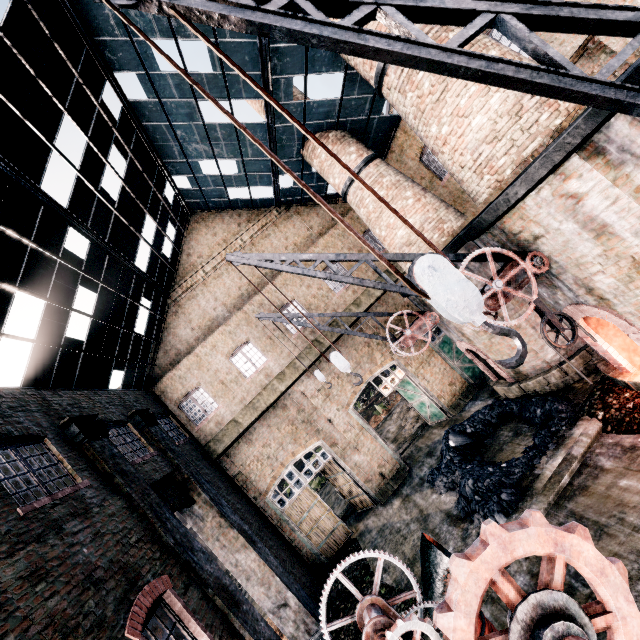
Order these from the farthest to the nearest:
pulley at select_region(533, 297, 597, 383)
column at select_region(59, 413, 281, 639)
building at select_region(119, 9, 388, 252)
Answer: building at select_region(119, 9, 388, 252), column at select_region(59, 413, 281, 639), pulley at select_region(533, 297, 597, 383)

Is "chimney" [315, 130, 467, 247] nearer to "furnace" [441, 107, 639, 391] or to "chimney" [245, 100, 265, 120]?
"furnace" [441, 107, 639, 391]

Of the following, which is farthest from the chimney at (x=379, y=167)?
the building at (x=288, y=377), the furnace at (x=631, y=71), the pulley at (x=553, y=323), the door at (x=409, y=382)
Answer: the pulley at (x=553, y=323)

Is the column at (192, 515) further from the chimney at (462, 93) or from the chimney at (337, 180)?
the chimney at (462, 93)

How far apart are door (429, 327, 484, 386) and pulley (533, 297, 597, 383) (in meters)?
11.49

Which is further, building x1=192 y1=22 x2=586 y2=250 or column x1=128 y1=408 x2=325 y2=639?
column x1=128 y1=408 x2=325 y2=639

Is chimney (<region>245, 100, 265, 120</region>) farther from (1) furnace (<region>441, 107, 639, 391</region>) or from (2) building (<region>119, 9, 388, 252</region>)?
(1) furnace (<region>441, 107, 639, 391</region>)

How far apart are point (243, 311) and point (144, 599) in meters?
14.3
